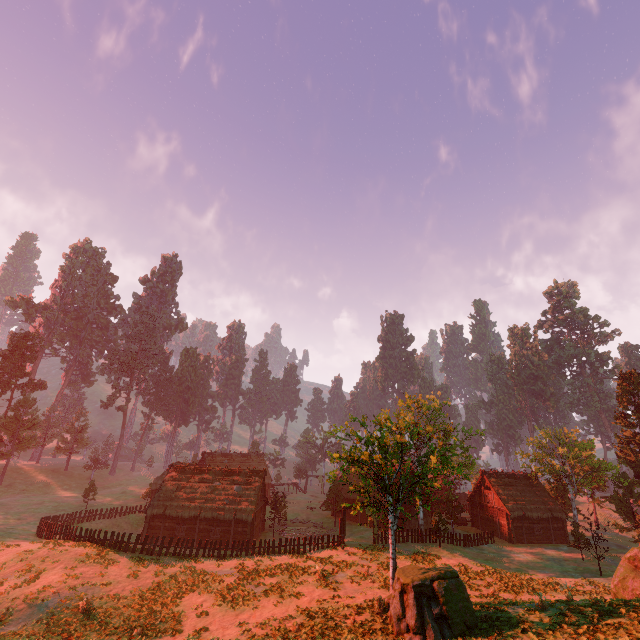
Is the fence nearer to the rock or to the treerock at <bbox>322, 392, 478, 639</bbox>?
the treerock at <bbox>322, 392, 478, 639</bbox>

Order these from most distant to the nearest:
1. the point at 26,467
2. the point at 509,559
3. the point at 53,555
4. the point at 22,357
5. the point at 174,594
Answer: the point at 26,467, the point at 22,357, the point at 509,559, the point at 53,555, the point at 174,594

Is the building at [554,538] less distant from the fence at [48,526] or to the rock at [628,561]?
the rock at [628,561]

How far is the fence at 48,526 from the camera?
25.53m

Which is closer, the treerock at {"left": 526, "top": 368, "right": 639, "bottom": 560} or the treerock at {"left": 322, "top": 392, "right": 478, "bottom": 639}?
the treerock at {"left": 322, "top": 392, "right": 478, "bottom": 639}

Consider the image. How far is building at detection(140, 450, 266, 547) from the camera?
36.2 meters

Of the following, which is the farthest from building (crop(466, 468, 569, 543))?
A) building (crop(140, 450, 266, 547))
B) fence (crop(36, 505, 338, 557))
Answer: fence (crop(36, 505, 338, 557))

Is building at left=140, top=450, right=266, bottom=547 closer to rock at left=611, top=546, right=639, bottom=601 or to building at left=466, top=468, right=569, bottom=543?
building at left=466, top=468, right=569, bottom=543
